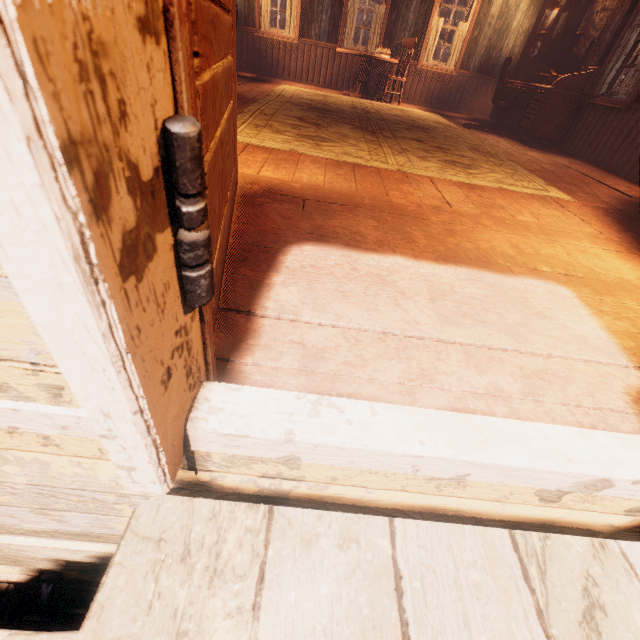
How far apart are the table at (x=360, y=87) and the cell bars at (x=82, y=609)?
9.00m

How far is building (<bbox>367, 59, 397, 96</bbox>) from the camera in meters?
8.0

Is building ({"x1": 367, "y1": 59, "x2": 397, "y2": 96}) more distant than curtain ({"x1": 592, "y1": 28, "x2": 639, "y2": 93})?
Yes

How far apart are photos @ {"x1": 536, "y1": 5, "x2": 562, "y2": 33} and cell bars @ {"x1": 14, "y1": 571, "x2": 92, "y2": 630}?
11.0m

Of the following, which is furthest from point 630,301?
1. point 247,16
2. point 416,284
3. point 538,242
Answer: point 247,16

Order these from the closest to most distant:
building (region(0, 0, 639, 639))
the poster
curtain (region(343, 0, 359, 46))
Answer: building (region(0, 0, 639, 639))
the poster
curtain (region(343, 0, 359, 46))

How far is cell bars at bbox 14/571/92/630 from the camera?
1.7 meters

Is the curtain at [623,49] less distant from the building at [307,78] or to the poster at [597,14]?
the building at [307,78]
